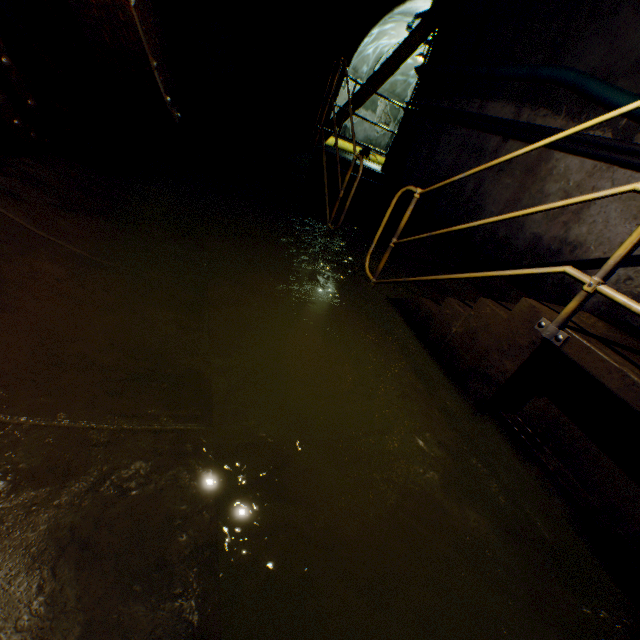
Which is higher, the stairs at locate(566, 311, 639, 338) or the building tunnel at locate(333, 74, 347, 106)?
the building tunnel at locate(333, 74, 347, 106)

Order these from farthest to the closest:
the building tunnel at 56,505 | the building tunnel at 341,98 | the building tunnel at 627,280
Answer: the building tunnel at 341,98
the building tunnel at 627,280
the building tunnel at 56,505

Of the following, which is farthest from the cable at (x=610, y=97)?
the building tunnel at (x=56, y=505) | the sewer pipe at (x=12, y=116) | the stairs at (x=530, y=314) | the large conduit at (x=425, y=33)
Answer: the sewer pipe at (x=12, y=116)

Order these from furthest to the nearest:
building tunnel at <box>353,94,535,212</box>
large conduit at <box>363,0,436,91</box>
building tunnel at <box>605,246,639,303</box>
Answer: large conduit at <box>363,0,436,91</box> < building tunnel at <box>353,94,535,212</box> < building tunnel at <box>605,246,639,303</box>

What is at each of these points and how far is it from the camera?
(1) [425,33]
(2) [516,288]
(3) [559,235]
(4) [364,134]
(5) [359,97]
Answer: (1) large conduit, 8.1m
(2) building tunnel, 3.4m
(3) building tunnel, 3.2m
(4) building tunnel, 14.8m
(5) large conduit, 9.9m

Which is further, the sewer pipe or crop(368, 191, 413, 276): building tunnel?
crop(368, 191, 413, 276): building tunnel

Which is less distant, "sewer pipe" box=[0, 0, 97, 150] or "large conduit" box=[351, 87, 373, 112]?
"sewer pipe" box=[0, 0, 97, 150]

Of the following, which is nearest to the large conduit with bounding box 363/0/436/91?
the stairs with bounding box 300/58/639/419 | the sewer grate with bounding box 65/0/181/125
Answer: the stairs with bounding box 300/58/639/419
